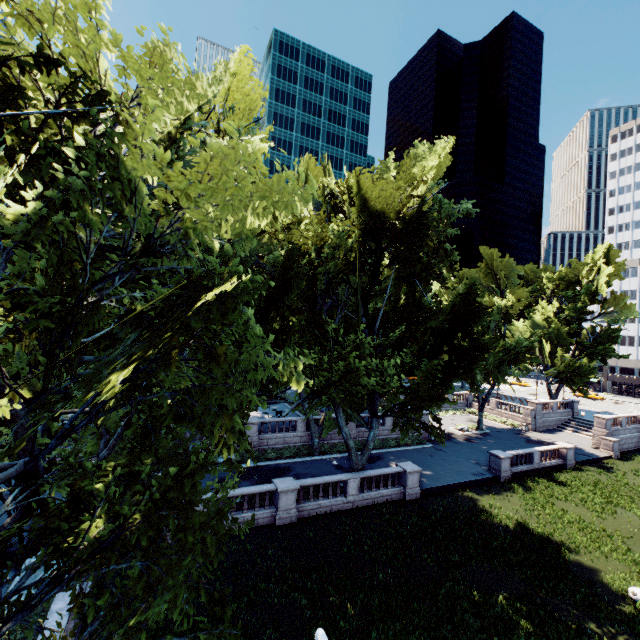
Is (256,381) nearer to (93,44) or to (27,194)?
(27,194)
